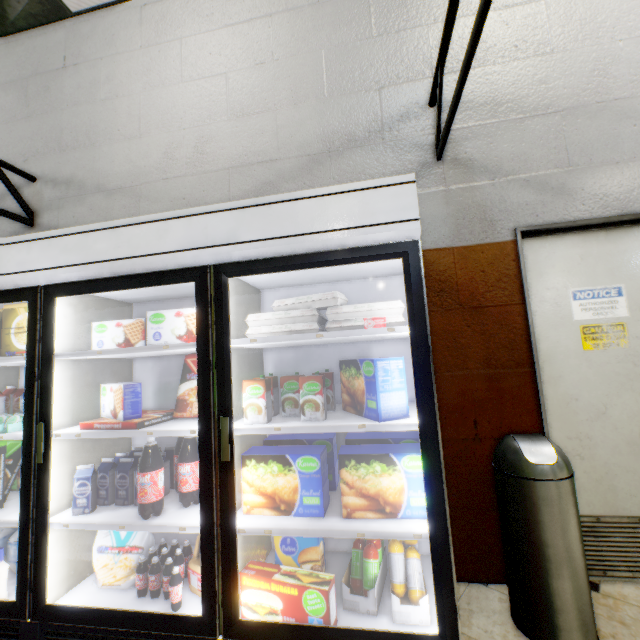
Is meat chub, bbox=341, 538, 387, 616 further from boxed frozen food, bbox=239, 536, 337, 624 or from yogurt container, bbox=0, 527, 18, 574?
yogurt container, bbox=0, 527, 18, 574

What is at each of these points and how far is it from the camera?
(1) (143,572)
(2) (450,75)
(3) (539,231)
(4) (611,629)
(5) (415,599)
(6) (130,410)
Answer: Result:
(1) soda bottle, 1.7m
(2) building, 2.4m
(3) door frame, 2.2m
(4) building, 1.7m
(5) meat chub, 1.5m
(6) boxed frozen food, 1.8m

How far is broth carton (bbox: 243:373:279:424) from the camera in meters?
1.6 m

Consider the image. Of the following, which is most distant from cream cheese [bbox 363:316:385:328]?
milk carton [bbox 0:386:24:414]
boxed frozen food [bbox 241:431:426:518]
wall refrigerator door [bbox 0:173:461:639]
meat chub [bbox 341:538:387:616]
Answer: milk carton [bbox 0:386:24:414]

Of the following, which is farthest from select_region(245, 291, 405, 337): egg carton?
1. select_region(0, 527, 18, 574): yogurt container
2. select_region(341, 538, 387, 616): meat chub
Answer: select_region(0, 527, 18, 574): yogurt container

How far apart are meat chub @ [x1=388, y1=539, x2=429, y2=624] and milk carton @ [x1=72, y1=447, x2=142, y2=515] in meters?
1.3 m

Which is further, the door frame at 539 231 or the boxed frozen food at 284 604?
the door frame at 539 231

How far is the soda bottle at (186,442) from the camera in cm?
173
